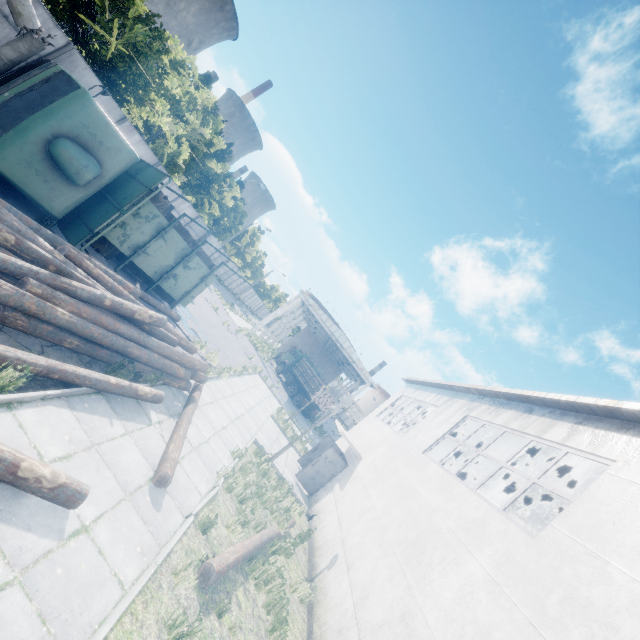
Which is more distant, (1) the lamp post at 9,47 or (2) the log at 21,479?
(1) the lamp post at 9,47

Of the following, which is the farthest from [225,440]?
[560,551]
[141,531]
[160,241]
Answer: [560,551]

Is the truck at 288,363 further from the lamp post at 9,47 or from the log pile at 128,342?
the lamp post at 9,47

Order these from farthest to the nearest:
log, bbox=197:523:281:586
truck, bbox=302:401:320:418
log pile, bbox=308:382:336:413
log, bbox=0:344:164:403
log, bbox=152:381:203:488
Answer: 1. truck, bbox=302:401:320:418
2. log pile, bbox=308:382:336:413
3. log, bbox=152:381:203:488
4. log, bbox=197:523:281:586
5. log, bbox=0:344:164:403

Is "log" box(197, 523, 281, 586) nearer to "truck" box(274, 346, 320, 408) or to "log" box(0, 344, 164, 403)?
"log" box(0, 344, 164, 403)

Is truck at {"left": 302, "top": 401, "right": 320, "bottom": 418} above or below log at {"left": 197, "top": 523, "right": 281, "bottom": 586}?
above

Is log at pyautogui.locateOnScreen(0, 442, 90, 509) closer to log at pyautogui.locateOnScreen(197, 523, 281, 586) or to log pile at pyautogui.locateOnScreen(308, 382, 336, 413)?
log at pyautogui.locateOnScreen(197, 523, 281, 586)

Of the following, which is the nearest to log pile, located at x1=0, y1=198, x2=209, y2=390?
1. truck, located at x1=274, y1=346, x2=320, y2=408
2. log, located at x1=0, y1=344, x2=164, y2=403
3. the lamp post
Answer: log, located at x1=0, y1=344, x2=164, y2=403
